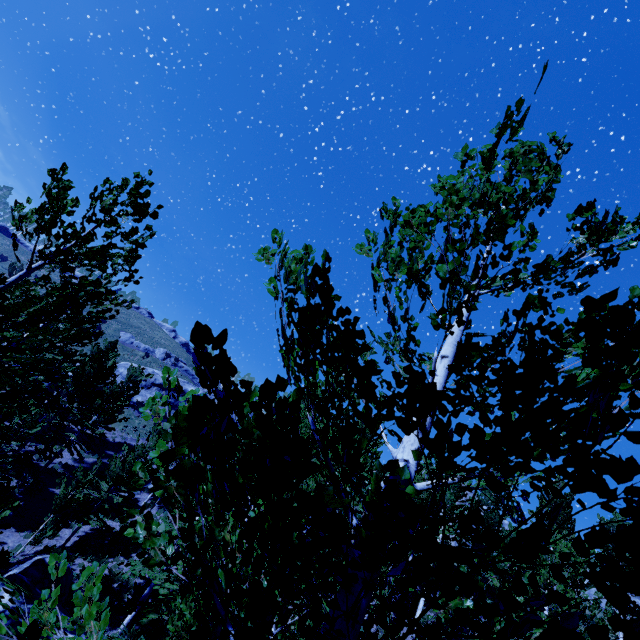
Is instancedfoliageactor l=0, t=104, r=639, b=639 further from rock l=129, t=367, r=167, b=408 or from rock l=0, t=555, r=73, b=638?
rock l=129, t=367, r=167, b=408

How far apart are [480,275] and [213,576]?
2.4 meters

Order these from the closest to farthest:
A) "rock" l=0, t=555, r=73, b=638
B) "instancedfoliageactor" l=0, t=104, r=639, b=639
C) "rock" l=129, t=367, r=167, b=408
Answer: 1. "instancedfoliageactor" l=0, t=104, r=639, b=639
2. "rock" l=0, t=555, r=73, b=638
3. "rock" l=129, t=367, r=167, b=408

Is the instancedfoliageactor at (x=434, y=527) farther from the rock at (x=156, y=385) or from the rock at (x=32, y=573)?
the rock at (x=156, y=385)

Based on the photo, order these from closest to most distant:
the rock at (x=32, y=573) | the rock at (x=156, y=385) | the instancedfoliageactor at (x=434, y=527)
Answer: the instancedfoliageactor at (x=434, y=527)
the rock at (x=32, y=573)
the rock at (x=156, y=385)

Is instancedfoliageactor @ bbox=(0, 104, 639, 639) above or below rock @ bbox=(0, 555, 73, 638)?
above

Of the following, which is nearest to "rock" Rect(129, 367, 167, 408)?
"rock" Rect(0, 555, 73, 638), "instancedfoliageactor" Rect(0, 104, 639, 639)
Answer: "instancedfoliageactor" Rect(0, 104, 639, 639)
